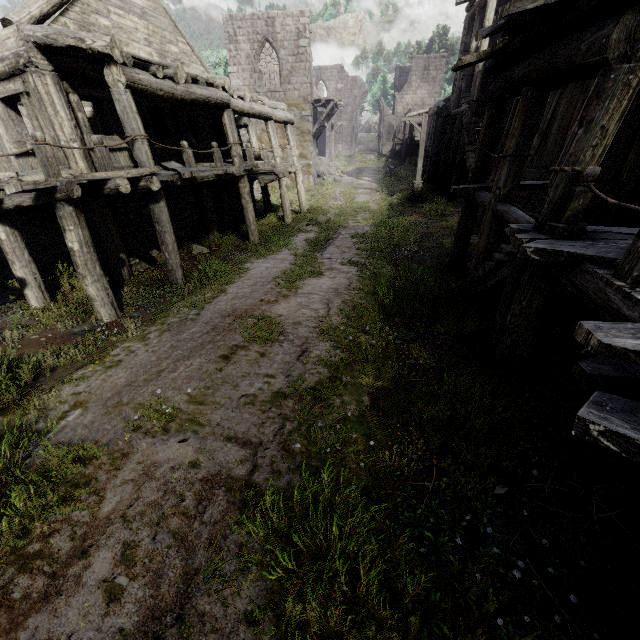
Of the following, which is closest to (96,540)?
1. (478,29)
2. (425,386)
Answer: (425,386)

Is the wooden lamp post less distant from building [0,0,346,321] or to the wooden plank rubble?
building [0,0,346,321]

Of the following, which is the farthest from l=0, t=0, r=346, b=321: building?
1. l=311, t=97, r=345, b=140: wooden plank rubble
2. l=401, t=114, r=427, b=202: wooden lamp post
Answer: l=401, t=114, r=427, b=202: wooden lamp post

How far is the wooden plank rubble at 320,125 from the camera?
24.7m

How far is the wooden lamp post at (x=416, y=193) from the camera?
18.8 meters

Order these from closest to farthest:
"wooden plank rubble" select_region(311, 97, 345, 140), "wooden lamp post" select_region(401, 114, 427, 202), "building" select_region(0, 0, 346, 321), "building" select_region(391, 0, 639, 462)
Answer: "building" select_region(391, 0, 639, 462)
"building" select_region(0, 0, 346, 321)
"wooden lamp post" select_region(401, 114, 427, 202)
"wooden plank rubble" select_region(311, 97, 345, 140)

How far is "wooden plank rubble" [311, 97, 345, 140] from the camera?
24.7m
